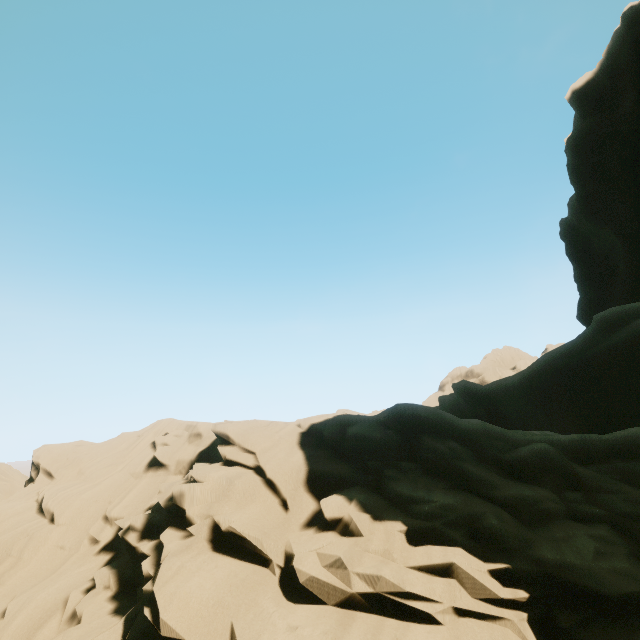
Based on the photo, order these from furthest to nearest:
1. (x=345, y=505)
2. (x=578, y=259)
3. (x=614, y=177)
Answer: (x=578, y=259) < (x=614, y=177) < (x=345, y=505)
